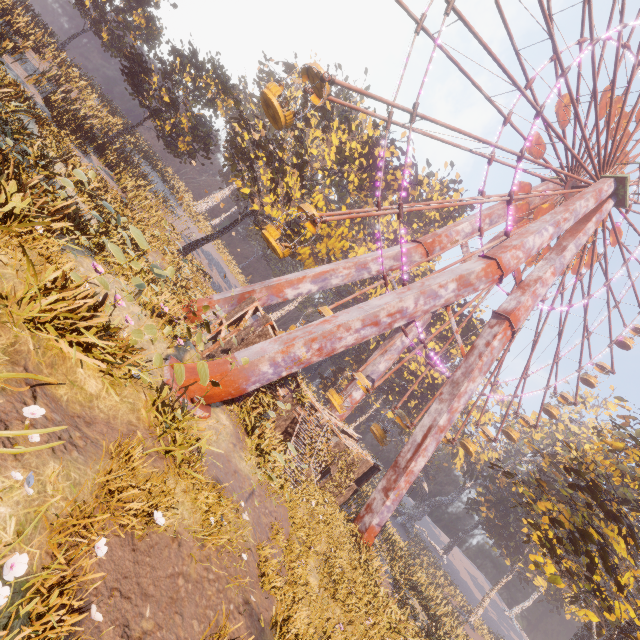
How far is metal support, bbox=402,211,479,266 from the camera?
21.9m

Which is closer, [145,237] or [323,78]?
[323,78]

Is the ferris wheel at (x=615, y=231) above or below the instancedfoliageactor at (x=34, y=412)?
above

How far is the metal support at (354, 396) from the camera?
25.38m

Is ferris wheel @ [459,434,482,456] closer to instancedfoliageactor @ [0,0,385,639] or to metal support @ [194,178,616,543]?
metal support @ [194,178,616,543]

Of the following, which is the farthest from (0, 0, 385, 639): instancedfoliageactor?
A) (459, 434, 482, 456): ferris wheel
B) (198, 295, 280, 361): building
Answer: (459, 434, 482, 456): ferris wheel

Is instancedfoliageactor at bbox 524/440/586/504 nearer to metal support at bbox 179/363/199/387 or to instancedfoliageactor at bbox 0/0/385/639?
metal support at bbox 179/363/199/387

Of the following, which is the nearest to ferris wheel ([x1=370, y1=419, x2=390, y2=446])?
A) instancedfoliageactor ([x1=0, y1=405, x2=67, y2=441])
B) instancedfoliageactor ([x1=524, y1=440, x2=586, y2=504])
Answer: instancedfoliageactor ([x1=524, y1=440, x2=586, y2=504])
